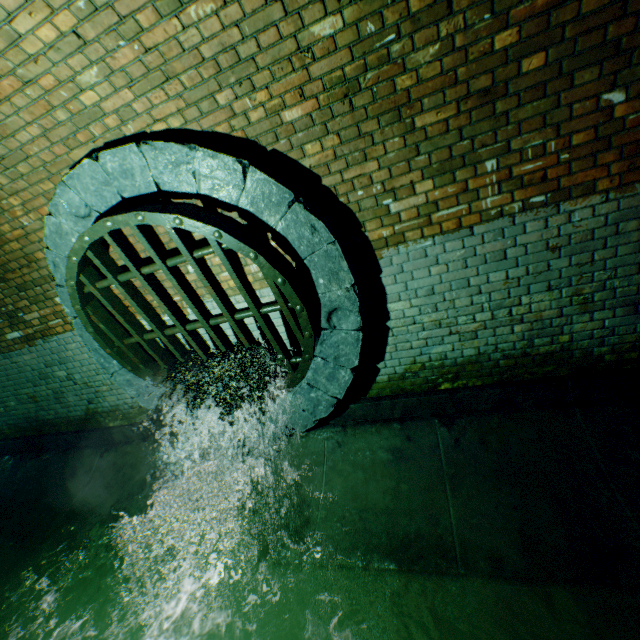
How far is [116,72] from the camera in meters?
2.2 m

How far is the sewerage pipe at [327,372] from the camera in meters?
2.6

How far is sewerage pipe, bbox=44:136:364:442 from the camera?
2.57m

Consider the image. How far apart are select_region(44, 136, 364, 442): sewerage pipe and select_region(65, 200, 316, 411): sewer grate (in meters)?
0.01

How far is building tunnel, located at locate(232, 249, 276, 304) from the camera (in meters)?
3.28

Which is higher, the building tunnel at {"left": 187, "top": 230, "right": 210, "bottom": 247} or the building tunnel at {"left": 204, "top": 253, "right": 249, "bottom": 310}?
the building tunnel at {"left": 187, "top": 230, "right": 210, "bottom": 247}

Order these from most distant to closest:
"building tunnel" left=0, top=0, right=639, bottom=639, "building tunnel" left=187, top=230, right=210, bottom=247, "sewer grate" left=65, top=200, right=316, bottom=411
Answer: "building tunnel" left=187, top=230, right=210, bottom=247 → "sewer grate" left=65, top=200, right=316, bottom=411 → "building tunnel" left=0, top=0, right=639, bottom=639

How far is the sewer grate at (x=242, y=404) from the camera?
2.63m
